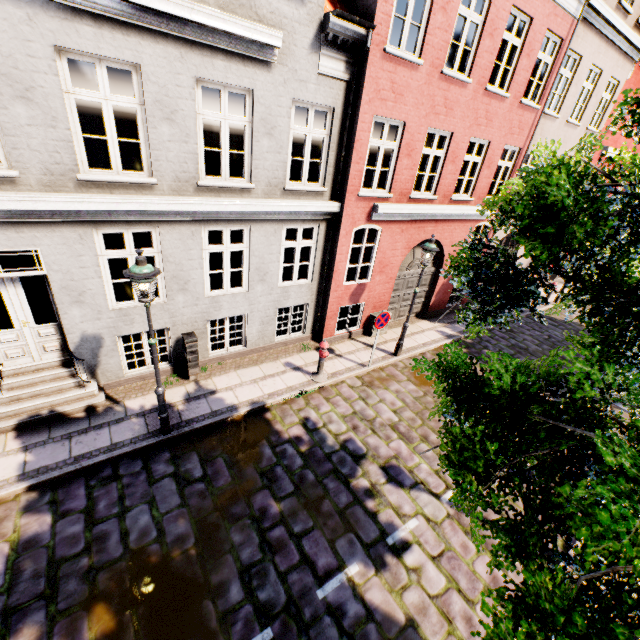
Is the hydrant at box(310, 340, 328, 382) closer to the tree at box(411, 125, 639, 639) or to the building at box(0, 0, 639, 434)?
the building at box(0, 0, 639, 434)

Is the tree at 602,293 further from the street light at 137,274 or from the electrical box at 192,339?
the electrical box at 192,339

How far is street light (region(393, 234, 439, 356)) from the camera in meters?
8.6 m

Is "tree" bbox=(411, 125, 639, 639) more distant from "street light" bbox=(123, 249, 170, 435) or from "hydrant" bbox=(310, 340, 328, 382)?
"hydrant" bbox=(310, 340, 328, 382)

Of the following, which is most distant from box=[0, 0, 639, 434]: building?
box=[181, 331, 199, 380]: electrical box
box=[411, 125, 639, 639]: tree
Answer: box=[411, 125, 639, 639]: tree

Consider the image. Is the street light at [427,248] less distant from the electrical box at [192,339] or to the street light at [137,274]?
the electrical box at [192,339]

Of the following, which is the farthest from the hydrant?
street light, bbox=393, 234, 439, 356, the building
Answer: street light, bbox=393, 234, 439, 356

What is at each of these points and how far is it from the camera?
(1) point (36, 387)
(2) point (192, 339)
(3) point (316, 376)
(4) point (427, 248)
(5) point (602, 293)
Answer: (1) building, 6.7 meters
(2) electrical box, 7.7 meters
(3) hydrant, 8.9 meters
(4) street light, 8.6 meters
(5) tree, 2.4 meters
